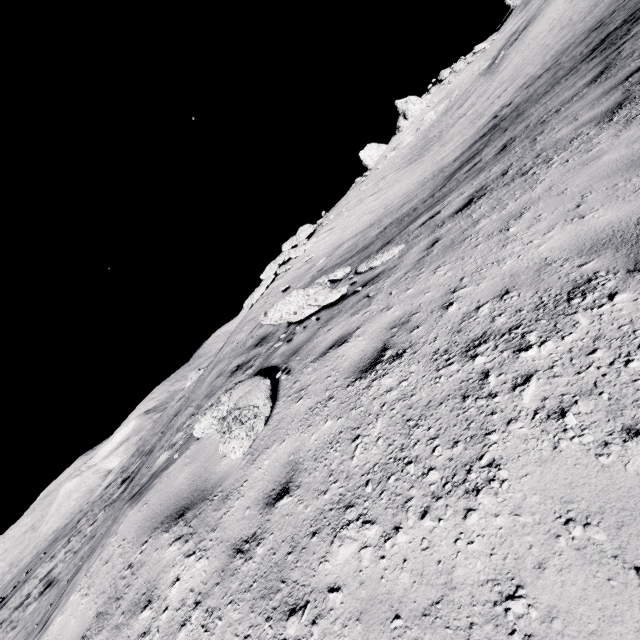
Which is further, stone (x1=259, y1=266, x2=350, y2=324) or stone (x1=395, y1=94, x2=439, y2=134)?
stone (x1=395, y1=94, x2=439, y2=134)

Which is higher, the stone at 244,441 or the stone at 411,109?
the stone at 411,109

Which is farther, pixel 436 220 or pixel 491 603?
pixel 436 220

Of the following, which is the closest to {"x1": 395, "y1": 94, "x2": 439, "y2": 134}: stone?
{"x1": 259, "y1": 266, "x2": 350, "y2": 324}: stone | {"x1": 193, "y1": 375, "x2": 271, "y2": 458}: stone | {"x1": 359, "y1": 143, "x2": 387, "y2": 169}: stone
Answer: {"x1": 359, "y1": 143, "x2": 387, "y2": 169}: stone

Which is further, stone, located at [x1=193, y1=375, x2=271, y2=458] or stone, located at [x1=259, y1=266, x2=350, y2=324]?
stone, located at [x1=259, y1=266, x2=350, y2=324]

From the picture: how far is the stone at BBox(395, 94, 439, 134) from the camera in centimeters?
3438cm

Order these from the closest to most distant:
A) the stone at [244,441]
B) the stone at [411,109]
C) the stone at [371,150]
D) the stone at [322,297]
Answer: the stone at [244,441], the stone at [322,297], the stone at [411,109], the stone at [371,150]

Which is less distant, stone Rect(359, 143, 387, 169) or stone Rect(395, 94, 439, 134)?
stone Rect(395, 94, 439, 134)
